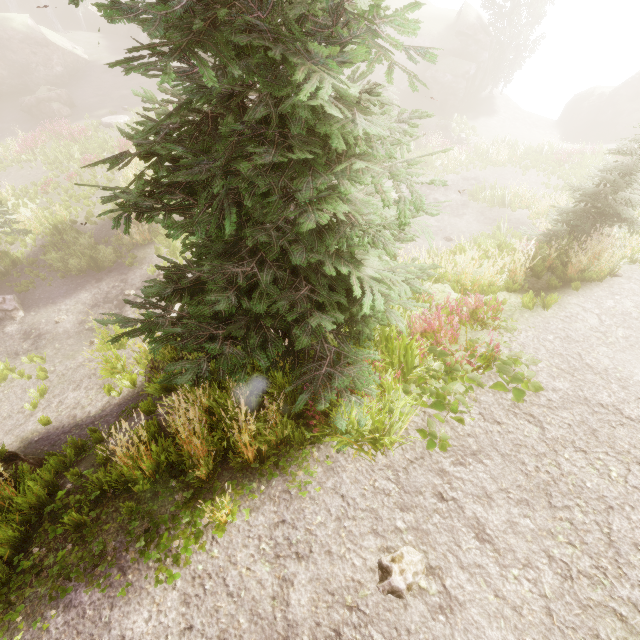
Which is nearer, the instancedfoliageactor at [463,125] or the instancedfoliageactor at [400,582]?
the instancedfoliageactor at [400,582]

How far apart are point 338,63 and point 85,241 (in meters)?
16.38

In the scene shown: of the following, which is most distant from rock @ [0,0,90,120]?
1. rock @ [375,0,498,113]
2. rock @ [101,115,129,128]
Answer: rock @ [101,115,129,128]

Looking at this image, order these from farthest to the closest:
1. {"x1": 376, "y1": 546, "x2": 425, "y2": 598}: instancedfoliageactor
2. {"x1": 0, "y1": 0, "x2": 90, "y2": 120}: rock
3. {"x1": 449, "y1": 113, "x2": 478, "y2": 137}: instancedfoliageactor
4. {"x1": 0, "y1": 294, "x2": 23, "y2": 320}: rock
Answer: {"x1": 449, "y1": 113, "x2": 478, "y2": 137}: instancedfoliageactor < {"x1": 0, "y1": 0, "x2": 90, "y2": 120}: rock < {"x1": 0, "y1": 294, "x2": 23, "y2": 320}: rock < {"x1": 376, "y1": 546, "x2": 425, "y2": 598}: instancedfoliageactor

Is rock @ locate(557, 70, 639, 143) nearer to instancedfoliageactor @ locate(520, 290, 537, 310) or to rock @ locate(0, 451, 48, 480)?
instancedfoliageactor @ locate(520, 290, 537, 310)

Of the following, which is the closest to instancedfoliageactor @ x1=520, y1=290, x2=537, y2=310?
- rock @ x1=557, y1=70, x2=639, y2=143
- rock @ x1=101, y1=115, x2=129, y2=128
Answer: rock @ x1=557, y1=70, x2=639, y2=143

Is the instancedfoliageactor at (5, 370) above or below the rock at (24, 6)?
below

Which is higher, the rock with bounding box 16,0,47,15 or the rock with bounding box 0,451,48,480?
the rock with bounding box 16,0,47,15
